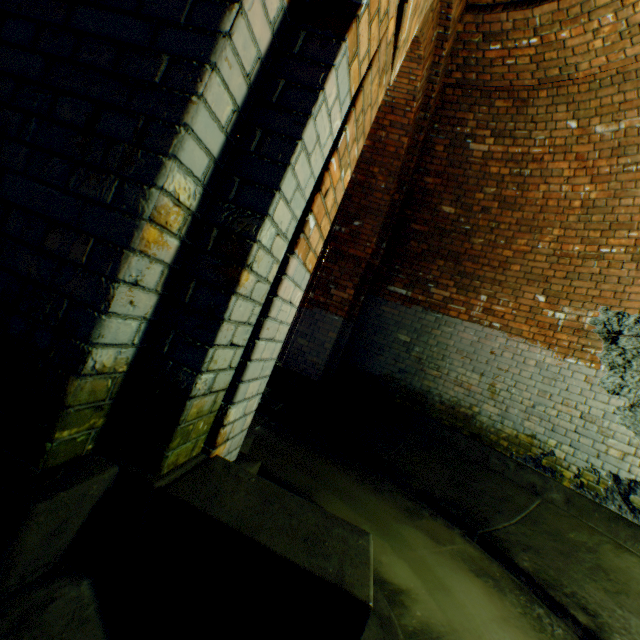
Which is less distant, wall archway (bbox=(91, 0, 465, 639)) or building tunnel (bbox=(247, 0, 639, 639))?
wall archway (bbox=(91, 0, 465, 639))

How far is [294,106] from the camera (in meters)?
1.07

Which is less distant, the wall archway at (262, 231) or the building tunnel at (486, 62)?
the wall archway at (262, 231)

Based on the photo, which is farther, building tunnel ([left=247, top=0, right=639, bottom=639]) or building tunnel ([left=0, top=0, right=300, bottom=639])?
building tunnel ([left=247, top=0, right=639, bottom=639])

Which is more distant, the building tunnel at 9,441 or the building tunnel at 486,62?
the building tunnel at 486,62
